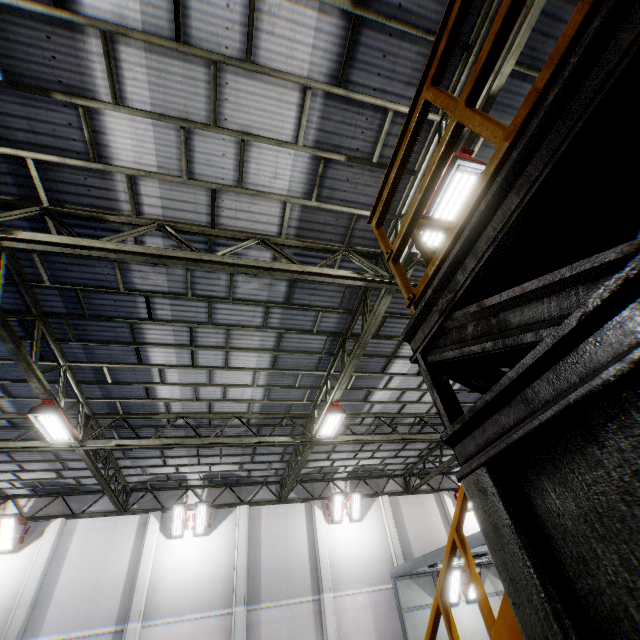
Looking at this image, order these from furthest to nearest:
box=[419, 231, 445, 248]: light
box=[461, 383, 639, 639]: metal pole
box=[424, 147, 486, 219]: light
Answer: box=[419, 231, 445, 248]: light < box=[424, 147, 486, 219]: light < box=[461, 383, 639, 639]: metal pole

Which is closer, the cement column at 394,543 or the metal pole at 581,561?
the metal pole at 581,561

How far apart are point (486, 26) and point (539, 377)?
6.0 meters

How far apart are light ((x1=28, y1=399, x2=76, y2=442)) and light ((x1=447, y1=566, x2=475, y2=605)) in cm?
1539

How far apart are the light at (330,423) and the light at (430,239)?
5.7m

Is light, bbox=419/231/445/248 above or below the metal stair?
above

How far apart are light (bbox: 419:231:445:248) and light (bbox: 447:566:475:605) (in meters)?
14.88

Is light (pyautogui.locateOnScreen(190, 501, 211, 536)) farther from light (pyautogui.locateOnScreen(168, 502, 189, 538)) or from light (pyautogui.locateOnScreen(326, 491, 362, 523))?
light (pyautogui.locateOnScreen(326, 491, 362, 523))
